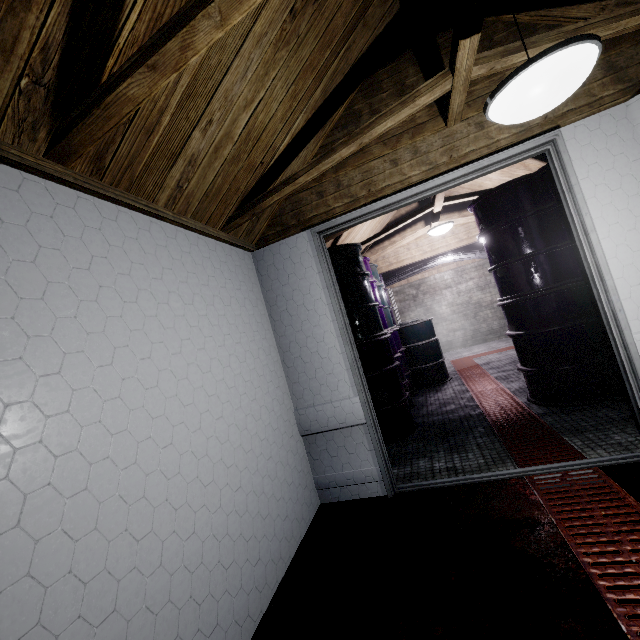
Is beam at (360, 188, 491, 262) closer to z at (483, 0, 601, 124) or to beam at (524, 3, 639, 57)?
beam at (524, 3, 639, 57)

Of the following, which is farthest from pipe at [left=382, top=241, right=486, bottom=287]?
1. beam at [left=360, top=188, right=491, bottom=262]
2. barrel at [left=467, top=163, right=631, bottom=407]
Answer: barrel at [left=467, top=163, right=631, bottom=407]

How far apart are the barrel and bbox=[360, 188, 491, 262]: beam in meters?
0.1

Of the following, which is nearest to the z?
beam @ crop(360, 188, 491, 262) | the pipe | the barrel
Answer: beam @ crop(360, 188, 491, 262)

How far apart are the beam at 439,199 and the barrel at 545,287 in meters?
0.1

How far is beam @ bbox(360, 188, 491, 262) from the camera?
3.6m

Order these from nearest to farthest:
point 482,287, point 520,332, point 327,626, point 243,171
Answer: point 327,626, point 243,171, point 520,332, point 482,287

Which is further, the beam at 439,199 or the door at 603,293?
the beam at 439,199
